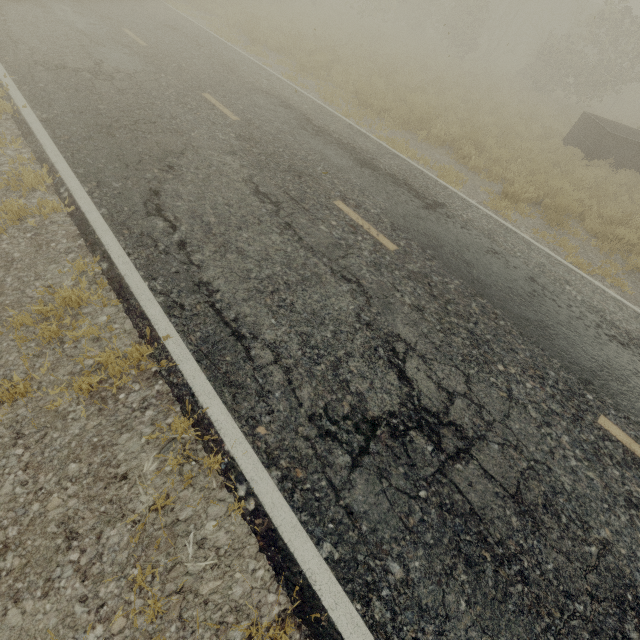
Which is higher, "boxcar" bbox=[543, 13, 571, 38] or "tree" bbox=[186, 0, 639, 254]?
"boxcar" bbox=[543, 13, 571, 38]

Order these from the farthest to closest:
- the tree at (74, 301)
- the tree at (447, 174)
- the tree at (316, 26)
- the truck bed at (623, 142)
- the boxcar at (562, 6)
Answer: the boxcar at (562, 6) < the truck bed at (623, 142) < the tree at (316, 26) < the tree at (447, 174) < the tree at (74, 301)

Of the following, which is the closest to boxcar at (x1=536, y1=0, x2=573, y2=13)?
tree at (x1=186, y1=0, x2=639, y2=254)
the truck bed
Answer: tree at (x1=186, y1=0, x2=639, y2=254)

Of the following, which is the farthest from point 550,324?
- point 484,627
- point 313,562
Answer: point 313,562

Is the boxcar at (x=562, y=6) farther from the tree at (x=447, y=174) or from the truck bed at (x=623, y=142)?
the truck bed at (x=623, y=142)
